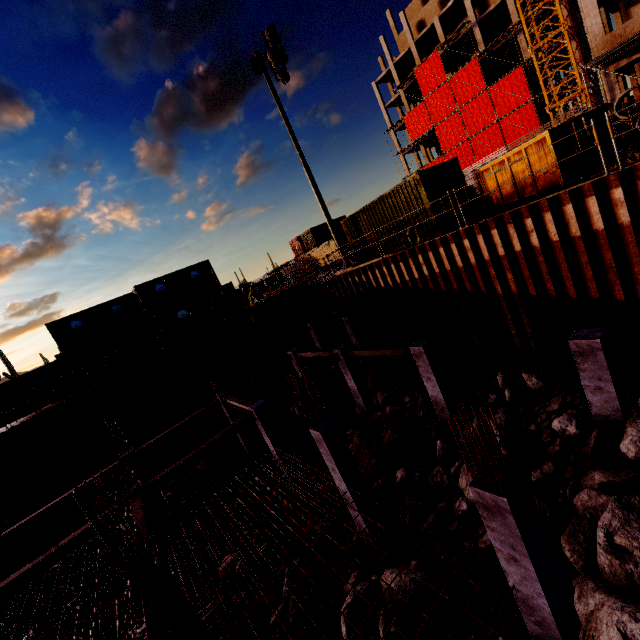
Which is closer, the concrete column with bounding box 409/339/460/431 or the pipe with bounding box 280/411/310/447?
the concrete column with bounding box 409/339/460/431

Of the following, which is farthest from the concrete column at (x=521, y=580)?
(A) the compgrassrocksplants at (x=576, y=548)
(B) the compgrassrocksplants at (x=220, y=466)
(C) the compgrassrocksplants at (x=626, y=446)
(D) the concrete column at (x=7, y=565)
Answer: (D) the concrete column at (x=7, y=565)

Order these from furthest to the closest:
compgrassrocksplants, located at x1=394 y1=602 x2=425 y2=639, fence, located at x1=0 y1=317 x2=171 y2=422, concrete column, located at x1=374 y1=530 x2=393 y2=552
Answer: fence, located at x1=0 y1=317 x2=171 y2=422 < concrete column, located at x1=374 y1=530 x2=393 y2=552 < compgrassrocksplants, located at x1=394 y1=602 x2=425 y2=639

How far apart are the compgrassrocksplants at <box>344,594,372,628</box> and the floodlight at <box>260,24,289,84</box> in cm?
2066

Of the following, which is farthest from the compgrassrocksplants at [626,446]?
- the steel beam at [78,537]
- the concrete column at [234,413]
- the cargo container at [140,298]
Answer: the cargo container at [140,298]

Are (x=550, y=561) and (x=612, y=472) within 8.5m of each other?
yes

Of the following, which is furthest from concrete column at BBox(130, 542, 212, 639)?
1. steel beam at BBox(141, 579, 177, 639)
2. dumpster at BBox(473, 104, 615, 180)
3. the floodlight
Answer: the floodlight

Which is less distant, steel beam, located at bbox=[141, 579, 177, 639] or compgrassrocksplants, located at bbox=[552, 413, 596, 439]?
steel beam, located at bbox=[141, 579, 177, 639]
